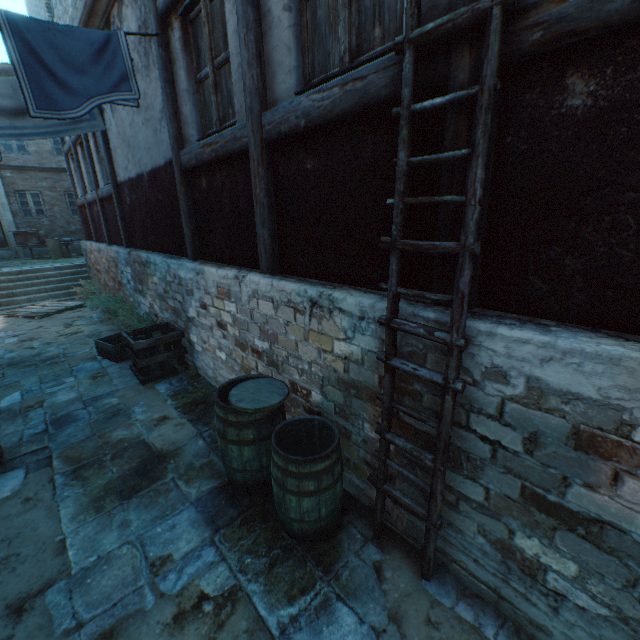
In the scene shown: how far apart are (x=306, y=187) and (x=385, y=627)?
3.2 meters

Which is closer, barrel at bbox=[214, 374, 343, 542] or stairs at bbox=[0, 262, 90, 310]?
barrel at bbox=[214, 374, 343, 542]

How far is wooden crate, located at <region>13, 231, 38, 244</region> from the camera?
14.4 meters

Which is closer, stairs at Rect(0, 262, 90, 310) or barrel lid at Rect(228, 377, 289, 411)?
barrel lid at Rect(228, 377, 289, 411)

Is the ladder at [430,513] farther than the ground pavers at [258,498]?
No

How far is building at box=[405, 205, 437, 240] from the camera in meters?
2.0

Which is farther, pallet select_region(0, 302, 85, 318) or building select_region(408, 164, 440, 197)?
pallet select_region(0, 302, 85, 318)

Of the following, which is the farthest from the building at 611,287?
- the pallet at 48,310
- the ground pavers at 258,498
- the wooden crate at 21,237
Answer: the wooden crate at 21,237
